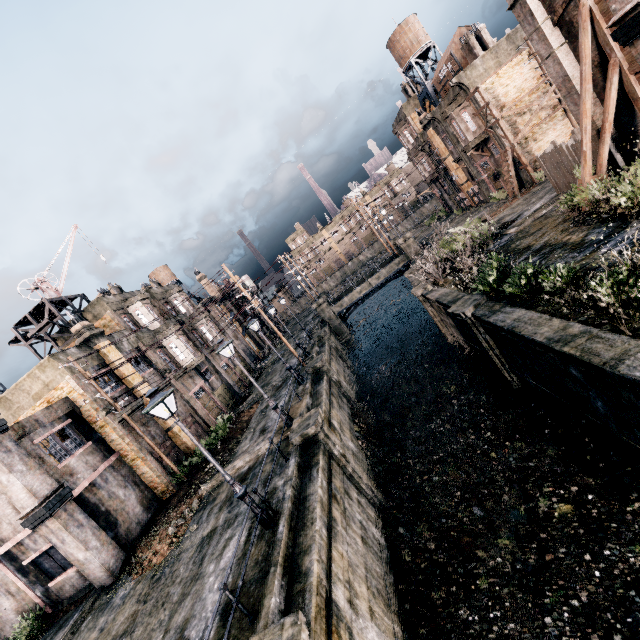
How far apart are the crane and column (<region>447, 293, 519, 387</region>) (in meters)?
27.98

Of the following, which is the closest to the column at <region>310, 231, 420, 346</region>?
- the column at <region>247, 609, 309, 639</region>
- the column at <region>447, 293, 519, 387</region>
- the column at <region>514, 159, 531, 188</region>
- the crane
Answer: the column at <region>514, 159, 531, 188</region>

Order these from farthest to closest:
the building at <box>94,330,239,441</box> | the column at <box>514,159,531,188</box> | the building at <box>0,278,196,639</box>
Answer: the column at <box>514,159,531,188</box>
the building at <box>94,330,239,441</box>
the building at <box>0,278,196,639</box>

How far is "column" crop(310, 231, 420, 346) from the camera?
38.31m

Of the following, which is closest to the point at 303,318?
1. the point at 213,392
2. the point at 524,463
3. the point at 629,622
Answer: the point at 213,392

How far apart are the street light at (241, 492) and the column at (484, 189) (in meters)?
39.79

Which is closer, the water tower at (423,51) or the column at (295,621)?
the column at (295,621)

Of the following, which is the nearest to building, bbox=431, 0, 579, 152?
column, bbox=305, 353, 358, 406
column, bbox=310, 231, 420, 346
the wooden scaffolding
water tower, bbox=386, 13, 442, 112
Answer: water tower, bbox=386, 13, 442, 112
